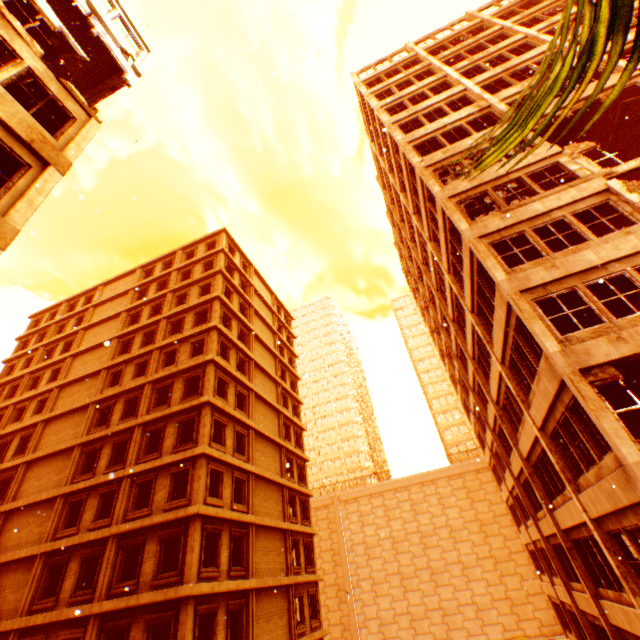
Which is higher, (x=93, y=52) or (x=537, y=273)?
(x=93, y=52)

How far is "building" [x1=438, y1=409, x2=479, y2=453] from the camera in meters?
56.6

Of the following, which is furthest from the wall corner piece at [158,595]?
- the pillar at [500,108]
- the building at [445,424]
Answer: the building at [445,424]

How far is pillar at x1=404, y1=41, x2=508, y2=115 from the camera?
16.8 meters

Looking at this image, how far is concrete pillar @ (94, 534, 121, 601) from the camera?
15.2m

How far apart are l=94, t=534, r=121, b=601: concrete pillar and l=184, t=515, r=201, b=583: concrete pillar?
4.3m

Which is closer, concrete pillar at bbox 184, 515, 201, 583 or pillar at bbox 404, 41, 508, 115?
concrete pillar at bbox 184, 515, 201, 583

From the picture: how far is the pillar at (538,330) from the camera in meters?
9.2 m
